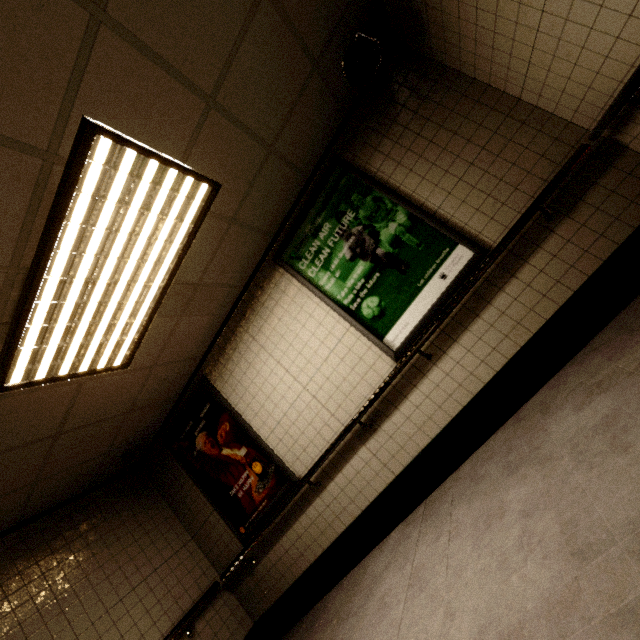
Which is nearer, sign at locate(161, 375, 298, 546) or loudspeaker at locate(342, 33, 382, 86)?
loudspeaker at locate(342, 33, 382, 86)

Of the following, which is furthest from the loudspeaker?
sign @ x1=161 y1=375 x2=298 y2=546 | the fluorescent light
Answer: sign @ x1=161 y1=375 x2=298 y2=546

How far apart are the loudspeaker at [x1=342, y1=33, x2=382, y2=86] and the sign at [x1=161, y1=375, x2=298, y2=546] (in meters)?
3.60

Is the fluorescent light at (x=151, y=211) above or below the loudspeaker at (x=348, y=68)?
above

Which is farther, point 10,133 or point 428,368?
point 428,368

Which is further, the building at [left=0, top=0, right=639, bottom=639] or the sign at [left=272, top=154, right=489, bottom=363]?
the sign at [left=272, top=154, right=489, bottom=363]

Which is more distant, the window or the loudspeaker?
the window

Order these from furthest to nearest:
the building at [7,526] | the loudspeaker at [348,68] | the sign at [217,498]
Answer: the sign at [217,498] → the loudspeaker at [348,68] → the building at [7,526]
